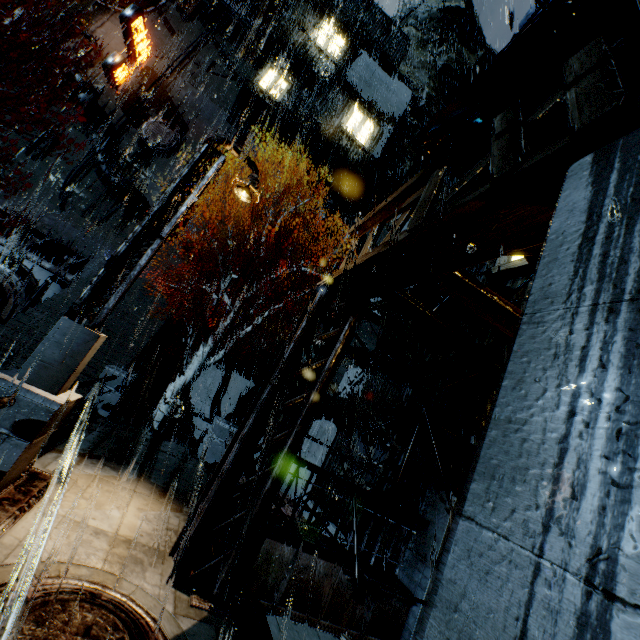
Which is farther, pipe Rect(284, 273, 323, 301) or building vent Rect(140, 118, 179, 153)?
pipe Rect(284, 273, 323, 301)

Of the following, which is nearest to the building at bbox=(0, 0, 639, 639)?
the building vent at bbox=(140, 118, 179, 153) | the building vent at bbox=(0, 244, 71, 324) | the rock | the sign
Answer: the building vent at bbox=(140, 118, 179, 153)

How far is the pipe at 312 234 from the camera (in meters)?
27.36

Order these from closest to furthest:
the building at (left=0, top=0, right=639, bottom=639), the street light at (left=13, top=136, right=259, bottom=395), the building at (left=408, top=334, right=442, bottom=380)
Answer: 1. the building at (left=0, top=0, right=639, bottom=639)
2. the street light at (left=13, top=136, right=259, bottom=395)
3. the building at (left=408, top=334, right=442, bottom=380)

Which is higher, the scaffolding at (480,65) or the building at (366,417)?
the scaffolding at (480,65)

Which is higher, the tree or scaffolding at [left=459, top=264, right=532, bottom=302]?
scaffolding at [left=459, top=264, right=532, bottom=302]

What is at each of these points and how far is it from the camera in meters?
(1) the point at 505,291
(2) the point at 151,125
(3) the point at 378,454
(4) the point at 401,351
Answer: (1) scaffolding, 8.0
(2) building vent, 26.3
(3) building, 15.5
(4) building, 19.6

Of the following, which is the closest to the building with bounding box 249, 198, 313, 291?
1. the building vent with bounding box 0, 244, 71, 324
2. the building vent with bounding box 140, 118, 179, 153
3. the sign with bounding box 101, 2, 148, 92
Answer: the building vent with bounding box 140, 118, 179, 153
